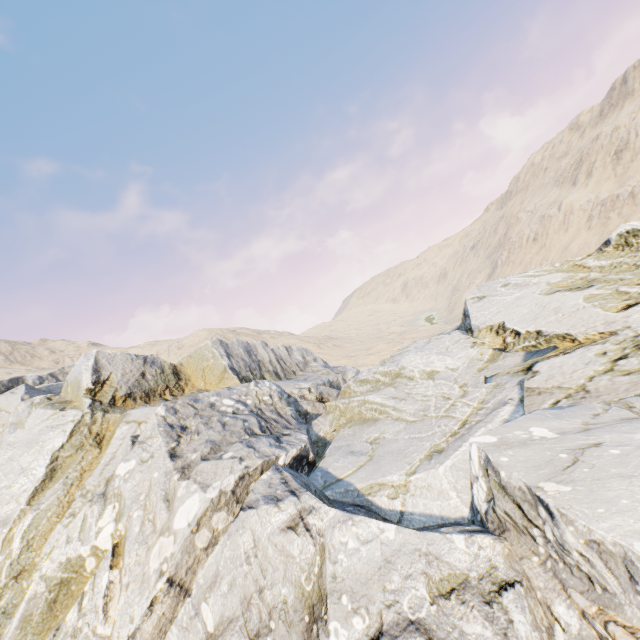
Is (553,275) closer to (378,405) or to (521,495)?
(378,405)
